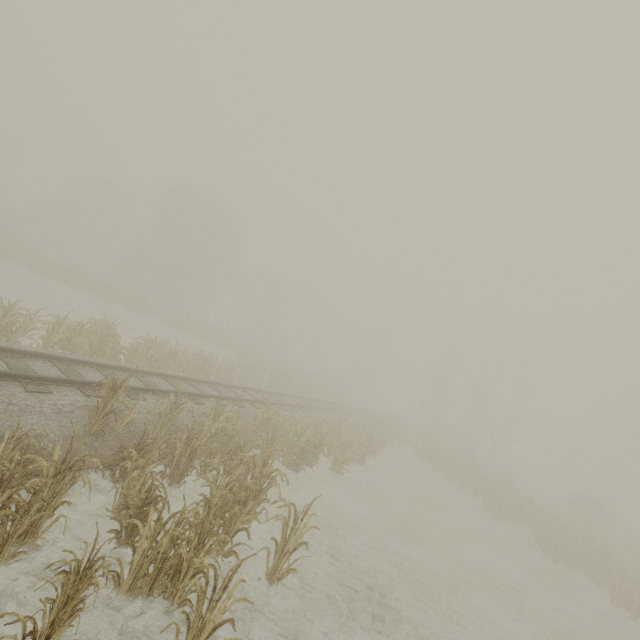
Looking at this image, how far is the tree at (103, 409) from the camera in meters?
6.7 m

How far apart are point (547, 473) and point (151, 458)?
61.0m

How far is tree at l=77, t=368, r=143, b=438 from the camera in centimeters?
666cm

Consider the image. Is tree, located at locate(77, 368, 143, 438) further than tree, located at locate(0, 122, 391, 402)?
No

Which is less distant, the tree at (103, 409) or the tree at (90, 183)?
the tree at (103, 409)
